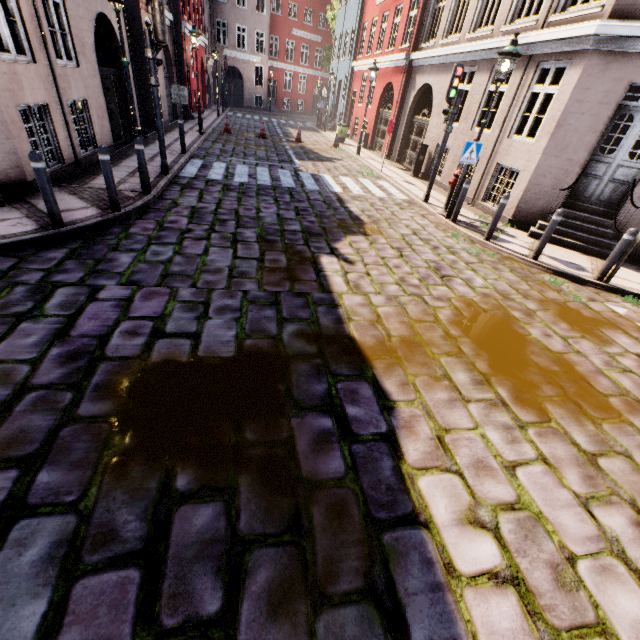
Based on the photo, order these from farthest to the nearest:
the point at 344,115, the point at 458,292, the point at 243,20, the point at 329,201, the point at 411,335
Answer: the point at 243,20 < the point at 344,115 < the point at 329,201 < the point at 458,292 < the point at 411,335

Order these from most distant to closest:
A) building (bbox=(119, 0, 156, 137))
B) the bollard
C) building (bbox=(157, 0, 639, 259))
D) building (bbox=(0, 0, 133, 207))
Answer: building (bbox=(119, 0, 156, 137)), building (bbox=(157, 0, 639, 259)), building (bbox=(0, 0, 133, 207)), the bollard

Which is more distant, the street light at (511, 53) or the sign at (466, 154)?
the sign at (466, 154)

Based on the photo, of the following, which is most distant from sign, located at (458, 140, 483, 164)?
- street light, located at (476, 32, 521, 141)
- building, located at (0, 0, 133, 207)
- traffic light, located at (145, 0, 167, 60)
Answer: traffic light, located at (145, 0, 167, 60)

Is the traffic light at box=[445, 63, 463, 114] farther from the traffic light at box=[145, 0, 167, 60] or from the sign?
the traffic light at box=[145, 0, 167, 60]

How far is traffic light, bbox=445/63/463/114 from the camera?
8.34m

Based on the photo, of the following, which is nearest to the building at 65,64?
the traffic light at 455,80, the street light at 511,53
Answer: the street light at 511,53

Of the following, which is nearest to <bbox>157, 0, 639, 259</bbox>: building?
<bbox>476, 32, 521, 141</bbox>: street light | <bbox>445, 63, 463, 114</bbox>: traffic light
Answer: <bbox>476, 32, 521, 141</bbox>: street light
